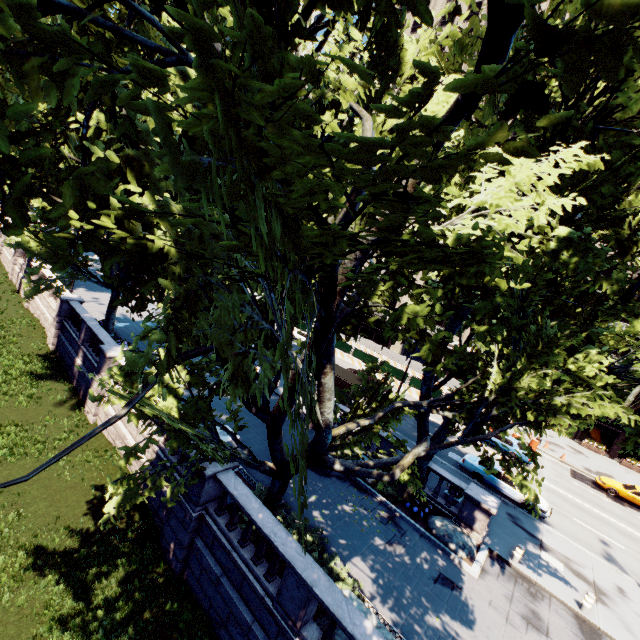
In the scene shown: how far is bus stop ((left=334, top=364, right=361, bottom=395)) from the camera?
25.3 meters

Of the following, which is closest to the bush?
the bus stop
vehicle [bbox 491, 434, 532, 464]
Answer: the bus stop

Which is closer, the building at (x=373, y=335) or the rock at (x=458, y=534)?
the rock at (x=458, y=534)

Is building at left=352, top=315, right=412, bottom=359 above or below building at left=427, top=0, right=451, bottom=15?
below

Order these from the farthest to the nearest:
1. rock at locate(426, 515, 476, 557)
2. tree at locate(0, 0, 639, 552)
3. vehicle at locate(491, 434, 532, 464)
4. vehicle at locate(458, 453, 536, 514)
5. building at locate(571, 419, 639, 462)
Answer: building at locate(571, 419, 639, 462)
vehicle at locate(491, 434, 532, 464)
vehicle at locate(458, 453, 536, 514)
rock at locate(426, 515, 476, 557)
tree at locate(0, 0, 639, 552)

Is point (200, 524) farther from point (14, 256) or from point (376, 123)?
point (14, 256)

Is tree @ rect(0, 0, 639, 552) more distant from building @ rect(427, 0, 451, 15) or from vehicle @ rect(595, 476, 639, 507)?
vehicle @ rect(595, 476, 639, 507)

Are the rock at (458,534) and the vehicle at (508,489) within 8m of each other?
yes
